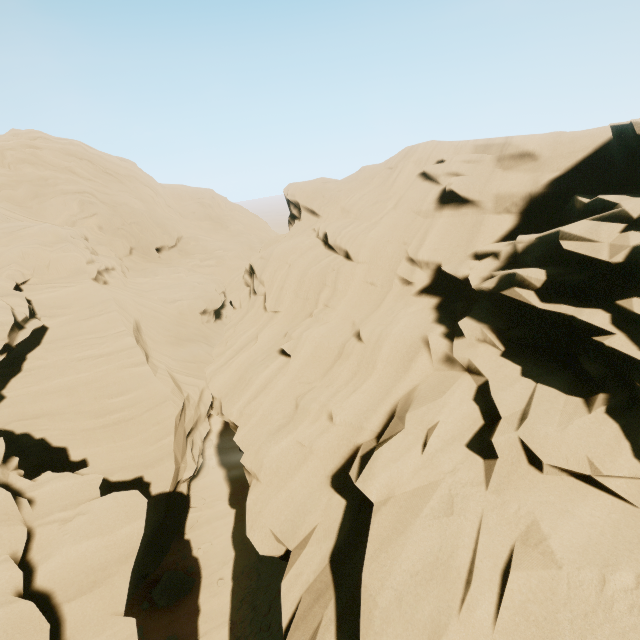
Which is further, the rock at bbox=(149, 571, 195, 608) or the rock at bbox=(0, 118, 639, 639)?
the rock at bbox=(149, 571, 195, 608)

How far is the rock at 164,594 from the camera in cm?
1411

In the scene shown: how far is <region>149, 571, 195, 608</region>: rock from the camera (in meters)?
14.11

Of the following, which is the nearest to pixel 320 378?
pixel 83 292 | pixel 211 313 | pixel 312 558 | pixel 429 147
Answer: pixel 312 558

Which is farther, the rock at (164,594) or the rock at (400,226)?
the rock at (164,594)

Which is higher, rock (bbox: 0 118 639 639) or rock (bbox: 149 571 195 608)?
rock (bbox: 0 118 639 639)
